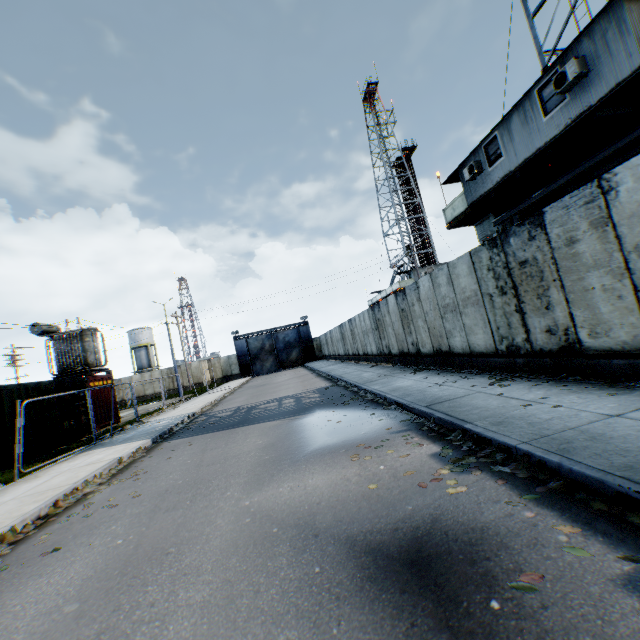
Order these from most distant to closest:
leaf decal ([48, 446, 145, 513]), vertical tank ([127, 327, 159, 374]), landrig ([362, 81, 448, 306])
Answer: vertical tank ([127, 327, 159, 374]), landrig ([362, 81, 448, 306]), leaf decal ([48, 446, 145, 513])

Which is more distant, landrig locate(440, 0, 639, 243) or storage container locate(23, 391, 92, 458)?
storage container locate(23, 391, 92, 458)

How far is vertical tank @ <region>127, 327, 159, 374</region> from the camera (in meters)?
57.88

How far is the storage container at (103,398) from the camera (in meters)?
17.16

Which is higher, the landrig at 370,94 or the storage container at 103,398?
the landrig at 370,94

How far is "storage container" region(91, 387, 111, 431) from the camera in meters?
17.2

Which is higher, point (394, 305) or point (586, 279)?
point (394, 305)
